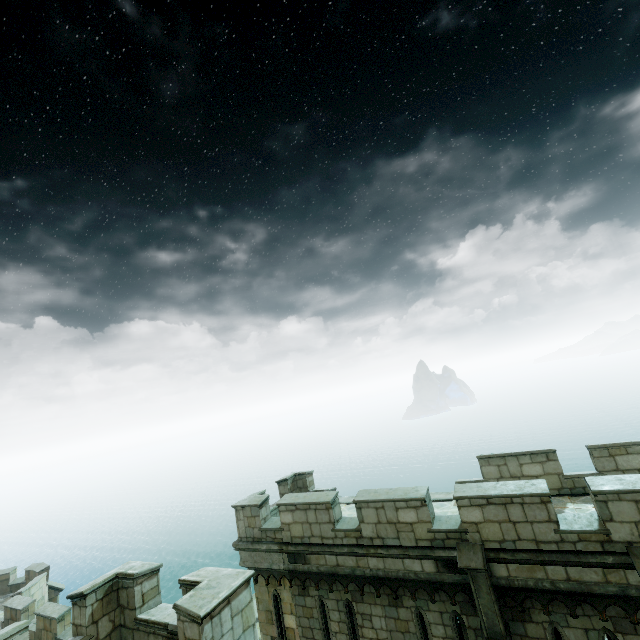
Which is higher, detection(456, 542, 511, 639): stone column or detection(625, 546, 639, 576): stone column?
detection(625, 546, 639, 576): stone column

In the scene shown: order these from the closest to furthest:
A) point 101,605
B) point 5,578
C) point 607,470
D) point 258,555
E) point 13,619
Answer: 1. point 101,605
2. point 607,470
3. point 258,555
4. point 13,619
5. point 5,578

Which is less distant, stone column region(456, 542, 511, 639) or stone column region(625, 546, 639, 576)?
stone column region(625, 546, 639, 576)

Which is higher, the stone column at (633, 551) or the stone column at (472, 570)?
the stone column at (633, 551)

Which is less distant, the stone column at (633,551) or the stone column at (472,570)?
the stone column at (633,551)
